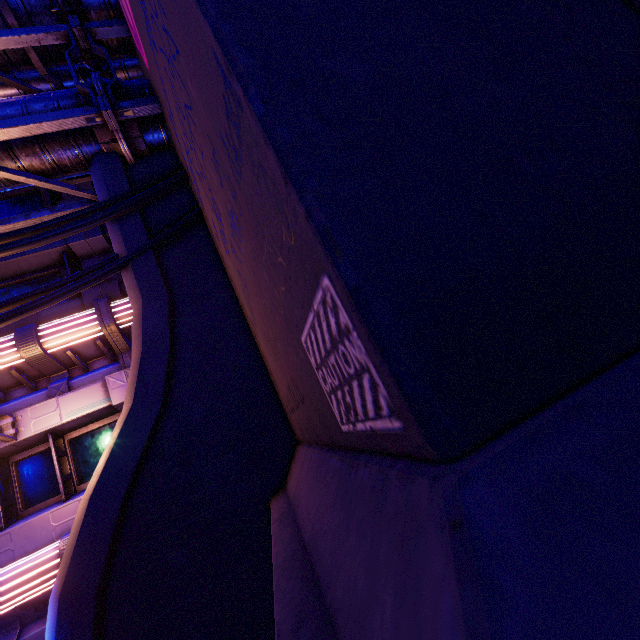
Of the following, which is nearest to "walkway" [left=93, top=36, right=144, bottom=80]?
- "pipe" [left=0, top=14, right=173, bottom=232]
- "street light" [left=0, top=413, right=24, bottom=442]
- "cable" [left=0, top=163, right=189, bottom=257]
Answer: "pipe" [left=0, top=14, right=173, bottom=232]

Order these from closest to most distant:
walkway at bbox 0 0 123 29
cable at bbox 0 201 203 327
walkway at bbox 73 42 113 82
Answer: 1. cable at bbox 0 201 203 327
2. walkway at bbox 0 0 123 29
3. walkway at bbox 73 42 113 82

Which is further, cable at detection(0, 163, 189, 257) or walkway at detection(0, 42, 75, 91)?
walkway at detection(0, 42, 75, 91)

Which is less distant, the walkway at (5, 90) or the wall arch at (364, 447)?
the wall arch at (364, 447)

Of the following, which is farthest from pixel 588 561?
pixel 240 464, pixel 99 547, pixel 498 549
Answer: pixel 99 547

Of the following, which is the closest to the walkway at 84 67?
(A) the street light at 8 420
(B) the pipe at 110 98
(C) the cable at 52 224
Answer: (B) the pipe at 110 98

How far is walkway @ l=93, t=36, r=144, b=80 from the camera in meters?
6.7 m
